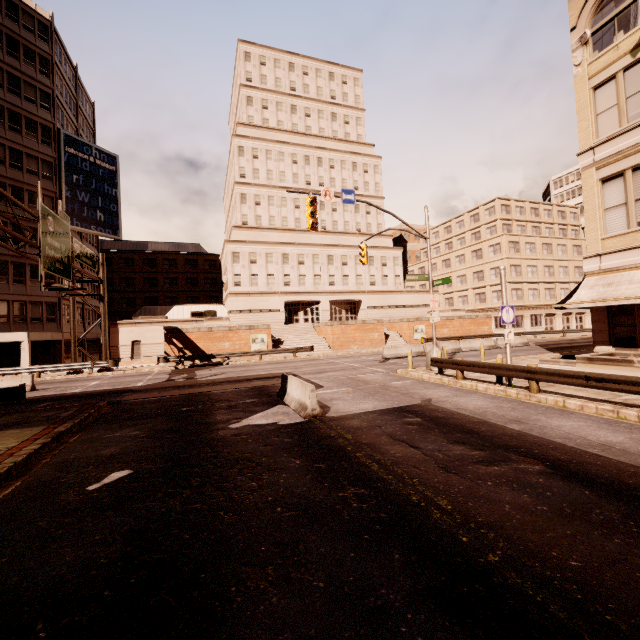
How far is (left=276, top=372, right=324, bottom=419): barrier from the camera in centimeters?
1009cm

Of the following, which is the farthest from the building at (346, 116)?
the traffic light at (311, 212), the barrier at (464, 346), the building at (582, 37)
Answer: the barrier at (464, 346)

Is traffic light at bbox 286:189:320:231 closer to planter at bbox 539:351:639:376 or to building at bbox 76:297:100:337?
planter at bbox 539:351:639:376

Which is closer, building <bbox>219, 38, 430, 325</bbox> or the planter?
the planter

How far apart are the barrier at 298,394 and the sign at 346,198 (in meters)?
9.02

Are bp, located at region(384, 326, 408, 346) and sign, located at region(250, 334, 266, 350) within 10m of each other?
no

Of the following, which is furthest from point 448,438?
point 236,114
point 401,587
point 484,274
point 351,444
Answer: point 236,114

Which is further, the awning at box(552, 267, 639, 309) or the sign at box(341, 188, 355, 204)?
the sign at box(341, 188, 355, 204)
